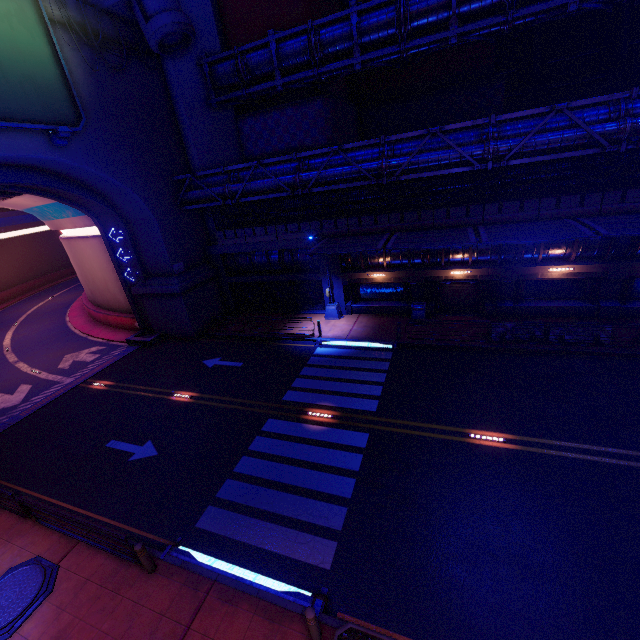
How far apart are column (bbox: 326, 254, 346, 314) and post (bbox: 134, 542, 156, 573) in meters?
17.0

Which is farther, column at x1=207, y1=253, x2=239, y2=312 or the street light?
column at x1=207, y1=253, x2=239, y2=312

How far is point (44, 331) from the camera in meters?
29.9 m

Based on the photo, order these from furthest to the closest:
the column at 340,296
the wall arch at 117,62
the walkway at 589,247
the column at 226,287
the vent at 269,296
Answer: the column at 226,287, the vent at 269,296, the column at 340,296, the wall arch at 117,62, the walkway at 589,247

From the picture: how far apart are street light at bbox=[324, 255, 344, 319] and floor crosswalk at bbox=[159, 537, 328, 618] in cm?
1521

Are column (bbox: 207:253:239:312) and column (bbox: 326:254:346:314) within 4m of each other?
no

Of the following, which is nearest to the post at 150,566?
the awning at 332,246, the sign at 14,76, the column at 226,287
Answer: the awning at 332,246

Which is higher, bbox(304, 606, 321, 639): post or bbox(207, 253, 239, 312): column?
bbox(304, 606, 321, 639): post
